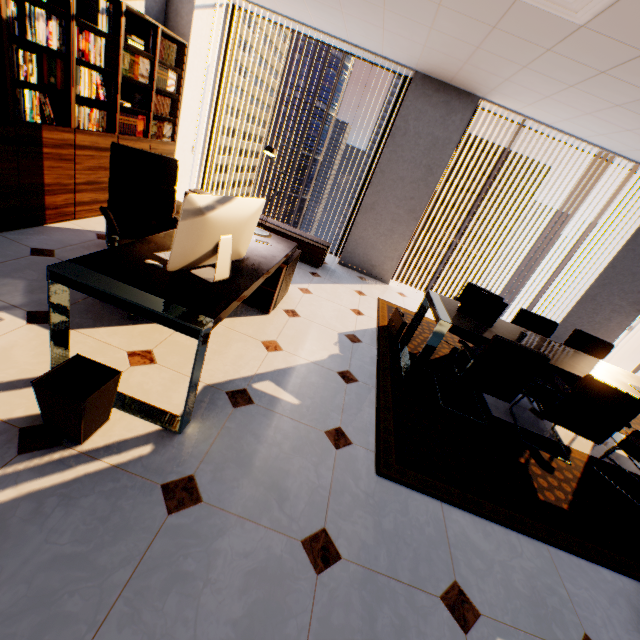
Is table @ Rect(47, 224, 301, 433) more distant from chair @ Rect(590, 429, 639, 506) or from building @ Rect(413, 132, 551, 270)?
building @ Rect(413, 132, 551, 270)

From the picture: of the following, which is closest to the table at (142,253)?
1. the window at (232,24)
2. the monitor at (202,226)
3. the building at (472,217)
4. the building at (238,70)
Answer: the monitor at (202,226)

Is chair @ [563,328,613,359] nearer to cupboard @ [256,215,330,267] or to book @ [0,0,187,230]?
cupboard @ [256,215,330,267]

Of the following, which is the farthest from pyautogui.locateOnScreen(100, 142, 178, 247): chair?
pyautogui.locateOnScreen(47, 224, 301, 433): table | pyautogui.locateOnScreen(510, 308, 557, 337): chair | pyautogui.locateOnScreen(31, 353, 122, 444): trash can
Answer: pyautogui.locateOnScreen(510, 308, 557, 337): chair

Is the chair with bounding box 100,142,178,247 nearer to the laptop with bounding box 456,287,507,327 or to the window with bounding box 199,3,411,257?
the laptop with bounding box 456,287,507,327

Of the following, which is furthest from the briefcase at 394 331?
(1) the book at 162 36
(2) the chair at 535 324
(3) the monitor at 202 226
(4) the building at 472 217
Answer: (4) the building at 472 217

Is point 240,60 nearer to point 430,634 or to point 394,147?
point 394,147

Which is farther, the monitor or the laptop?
the laptop
